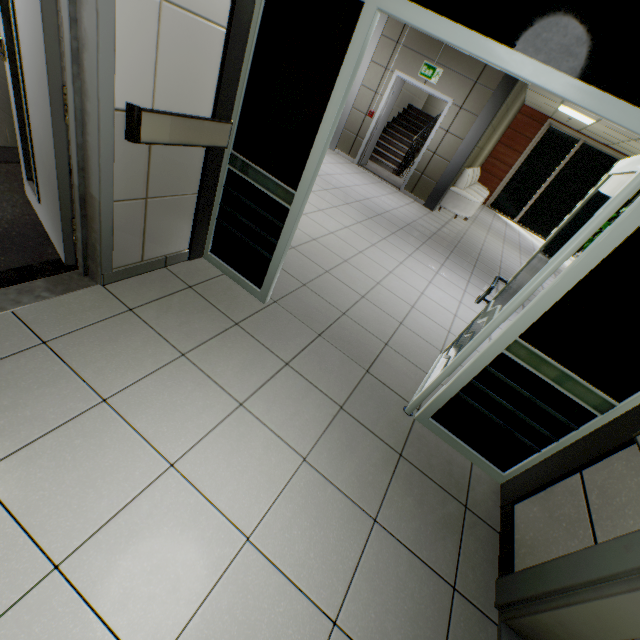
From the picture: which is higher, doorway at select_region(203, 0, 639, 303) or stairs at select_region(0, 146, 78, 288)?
doorway at select_region(203, 0, 639, 303)

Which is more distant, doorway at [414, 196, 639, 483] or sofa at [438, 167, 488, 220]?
sofa at [438, 167, 488, 220]

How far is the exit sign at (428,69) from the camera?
7.0m

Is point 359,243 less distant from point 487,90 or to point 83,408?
point 83,408

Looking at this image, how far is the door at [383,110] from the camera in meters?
7.3 m

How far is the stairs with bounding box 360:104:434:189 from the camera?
9.4m

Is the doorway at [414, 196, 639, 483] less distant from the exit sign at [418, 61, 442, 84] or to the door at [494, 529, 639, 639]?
the door at [494, 529, 639, 639]

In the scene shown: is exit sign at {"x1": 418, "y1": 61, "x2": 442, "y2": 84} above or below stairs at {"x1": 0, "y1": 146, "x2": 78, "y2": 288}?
above
